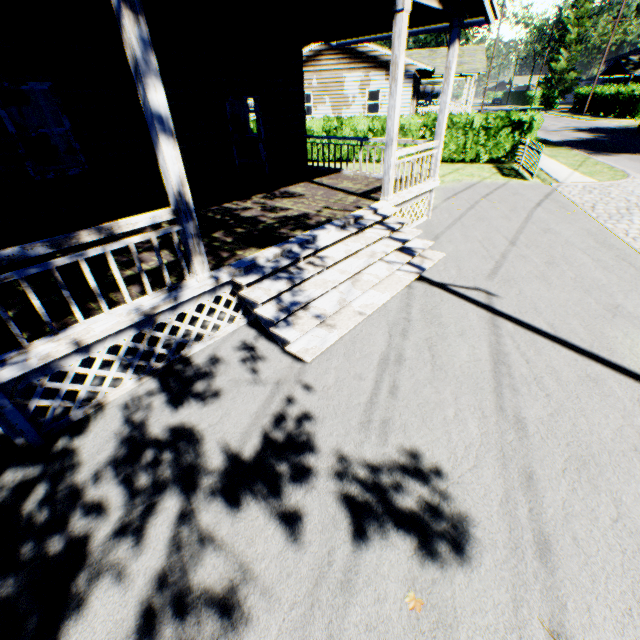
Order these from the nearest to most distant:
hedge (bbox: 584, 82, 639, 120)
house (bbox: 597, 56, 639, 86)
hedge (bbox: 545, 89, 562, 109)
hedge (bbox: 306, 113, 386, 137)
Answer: hedge (bbox: 306, 113, 386, 137), hedge (bbox: 584, 82, 639, 120), house (bbox: 597, 56, 639, 86), hedge (bbox: 545, 89, 562, 109)

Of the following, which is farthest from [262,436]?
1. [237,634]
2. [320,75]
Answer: [320,75]

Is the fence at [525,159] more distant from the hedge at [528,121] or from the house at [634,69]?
the house at [634,69]

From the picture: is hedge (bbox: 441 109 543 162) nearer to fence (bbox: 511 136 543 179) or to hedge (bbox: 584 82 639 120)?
fence (bbox: 511 136 543 179)

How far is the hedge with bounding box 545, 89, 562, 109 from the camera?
57.7 meters

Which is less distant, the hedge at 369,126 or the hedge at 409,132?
the hedge at 409,132

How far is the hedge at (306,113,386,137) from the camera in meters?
16.8 m

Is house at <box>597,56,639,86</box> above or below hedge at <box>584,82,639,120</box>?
above
